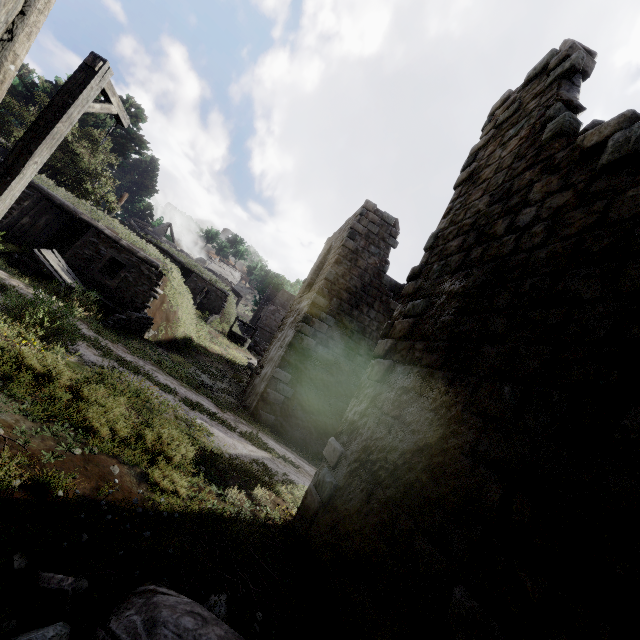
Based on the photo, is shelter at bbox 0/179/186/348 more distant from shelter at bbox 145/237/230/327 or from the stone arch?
the stone arch

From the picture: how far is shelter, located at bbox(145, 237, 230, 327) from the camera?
28.09m

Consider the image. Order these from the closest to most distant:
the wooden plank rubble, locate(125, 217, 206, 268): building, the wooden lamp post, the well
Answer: the wooden lamp post < the well < locate(125, 217, 206, 268): building < the wooden plank rubble

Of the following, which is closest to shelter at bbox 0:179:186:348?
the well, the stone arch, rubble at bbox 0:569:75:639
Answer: rubble at bbox 0:569:75:639

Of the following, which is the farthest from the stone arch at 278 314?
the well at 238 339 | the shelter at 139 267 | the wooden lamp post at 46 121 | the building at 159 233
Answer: the wooden lamp post at 46 121

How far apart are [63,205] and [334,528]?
16.52m

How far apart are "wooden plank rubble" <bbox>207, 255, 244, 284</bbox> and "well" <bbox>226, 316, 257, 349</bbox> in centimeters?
2485cm

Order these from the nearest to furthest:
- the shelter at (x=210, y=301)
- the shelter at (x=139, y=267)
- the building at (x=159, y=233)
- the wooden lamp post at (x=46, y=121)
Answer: the wooden lamp post at (x=46, y=121)
the shelter at (x=139, y=267)
the shelter at (x=210, y=301)
the building at (x=159, y=233)
